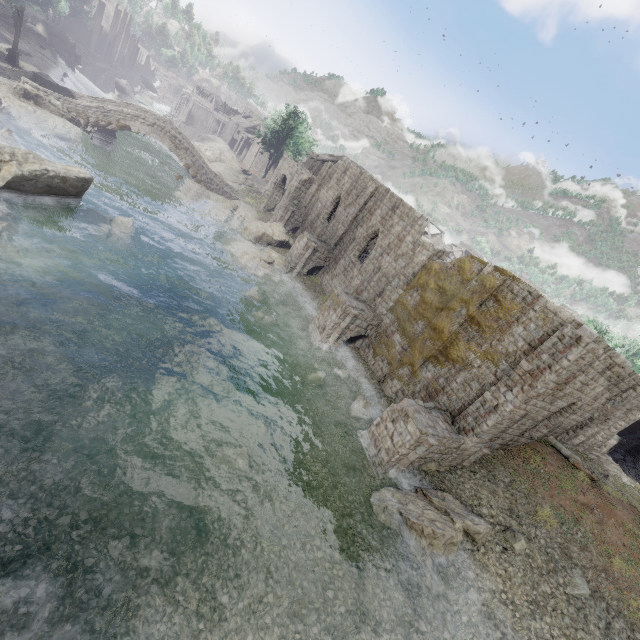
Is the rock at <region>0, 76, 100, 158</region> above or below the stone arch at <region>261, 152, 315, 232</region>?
below

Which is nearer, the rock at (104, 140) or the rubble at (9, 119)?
the rubble at (9, 119)

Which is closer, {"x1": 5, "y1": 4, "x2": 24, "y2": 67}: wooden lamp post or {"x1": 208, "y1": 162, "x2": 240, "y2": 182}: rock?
{"x1": 5, "y1": 4, "x2": 24, "y2": 67}: wooden lamp post

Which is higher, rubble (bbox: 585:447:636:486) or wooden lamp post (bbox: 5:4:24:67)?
rubble (bbox: 585:447:636:486)

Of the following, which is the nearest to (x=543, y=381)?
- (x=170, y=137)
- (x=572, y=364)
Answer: (x=572, y=364)

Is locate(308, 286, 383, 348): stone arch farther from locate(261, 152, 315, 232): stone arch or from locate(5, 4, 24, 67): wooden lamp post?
locate(5, 4, 24, 67): wooden lamp post

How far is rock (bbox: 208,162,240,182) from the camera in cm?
4488

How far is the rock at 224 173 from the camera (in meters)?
44.88
